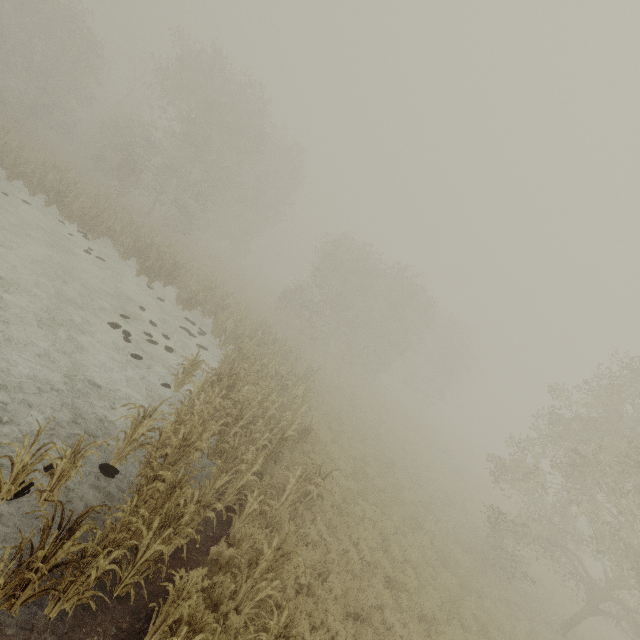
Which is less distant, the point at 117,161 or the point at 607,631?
the point at 607,631
